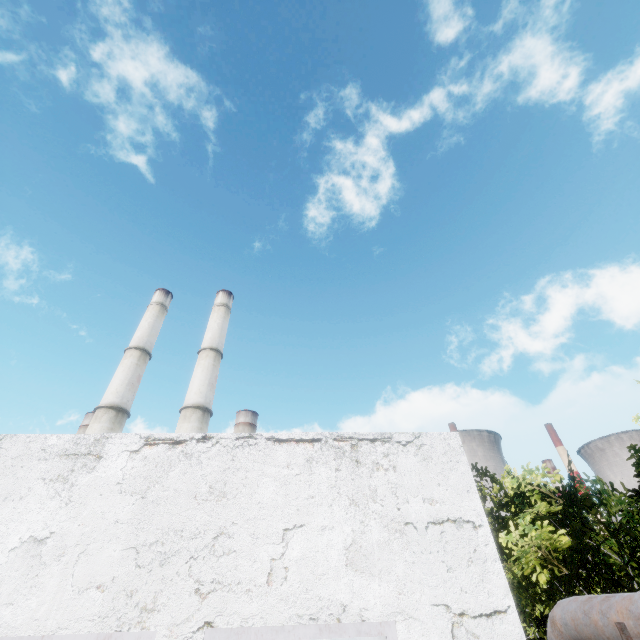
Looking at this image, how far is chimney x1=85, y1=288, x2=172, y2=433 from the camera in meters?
25.9

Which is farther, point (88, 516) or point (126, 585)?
point (88, 516)

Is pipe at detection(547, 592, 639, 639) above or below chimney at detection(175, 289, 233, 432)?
below

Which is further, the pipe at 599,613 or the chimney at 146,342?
the chimney at 146,342

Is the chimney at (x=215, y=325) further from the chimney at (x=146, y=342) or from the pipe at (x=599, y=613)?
the pipe at (x=599, y=613)

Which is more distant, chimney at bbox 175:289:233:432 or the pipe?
chimney at bbox 175:289:233:432

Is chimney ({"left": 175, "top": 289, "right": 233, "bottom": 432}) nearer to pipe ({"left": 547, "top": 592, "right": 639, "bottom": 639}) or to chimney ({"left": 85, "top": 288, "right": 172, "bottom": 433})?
chimney ({"left": 85, "top": 288, "right": 172, "bottom": 433})

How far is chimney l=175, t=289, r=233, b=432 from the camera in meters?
26.2 m
